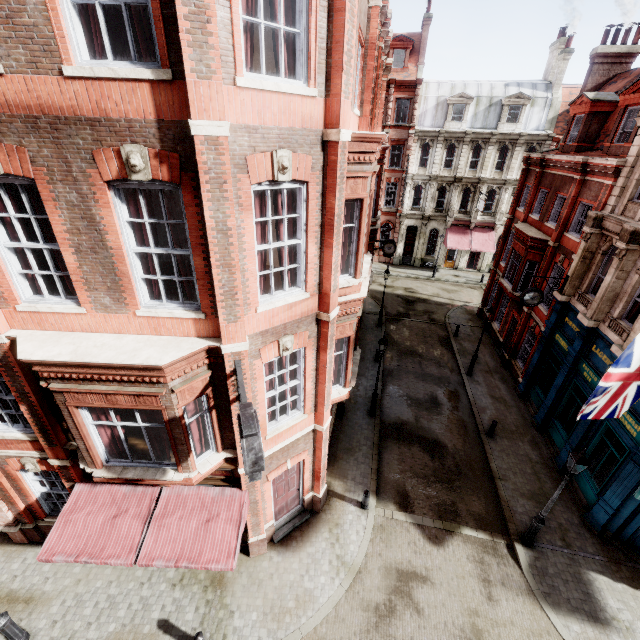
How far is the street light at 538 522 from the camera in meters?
9.2 m

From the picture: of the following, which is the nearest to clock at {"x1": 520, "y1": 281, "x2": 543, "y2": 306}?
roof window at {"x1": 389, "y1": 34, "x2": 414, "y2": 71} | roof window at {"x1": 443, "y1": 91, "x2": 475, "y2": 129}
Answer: roof window at {"x1": 443, "y1": 91, "x2": 475, "y2": 129}

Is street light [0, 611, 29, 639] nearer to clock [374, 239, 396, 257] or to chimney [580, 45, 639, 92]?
clock [374, 239, 396, 257]

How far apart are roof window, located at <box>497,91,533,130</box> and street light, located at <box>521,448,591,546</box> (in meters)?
33.10

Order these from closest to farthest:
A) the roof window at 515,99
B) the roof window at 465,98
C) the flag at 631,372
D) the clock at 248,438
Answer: the clock at 248,438 < the flag at 631,372 < the roof window at 515,99 < the roof window at 465,98

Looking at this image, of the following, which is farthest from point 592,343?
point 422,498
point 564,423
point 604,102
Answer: point 604,102

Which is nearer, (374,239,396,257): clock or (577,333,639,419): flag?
(577,333,639,419): flag

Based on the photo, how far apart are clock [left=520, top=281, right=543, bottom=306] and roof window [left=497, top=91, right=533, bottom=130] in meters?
24.3
